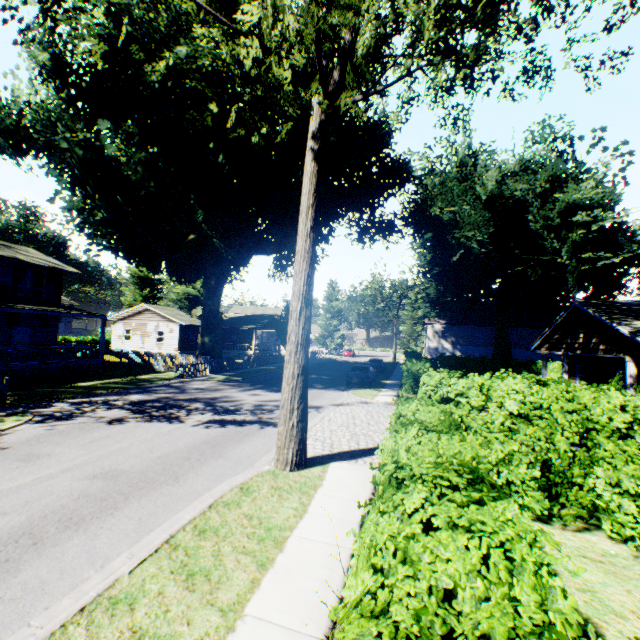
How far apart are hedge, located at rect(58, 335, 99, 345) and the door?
26.4m

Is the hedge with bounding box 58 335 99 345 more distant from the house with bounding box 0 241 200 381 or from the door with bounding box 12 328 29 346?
the door with bounding box 12 328 29 346

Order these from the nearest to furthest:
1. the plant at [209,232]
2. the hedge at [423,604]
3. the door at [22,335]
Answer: the hedge at [423,604] → the plant at [209,232] → the door at [22,335]

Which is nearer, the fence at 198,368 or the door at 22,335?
the door at 22,335

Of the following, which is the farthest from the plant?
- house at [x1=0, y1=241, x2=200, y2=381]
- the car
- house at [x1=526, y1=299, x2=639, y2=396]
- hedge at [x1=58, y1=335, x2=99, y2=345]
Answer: the car

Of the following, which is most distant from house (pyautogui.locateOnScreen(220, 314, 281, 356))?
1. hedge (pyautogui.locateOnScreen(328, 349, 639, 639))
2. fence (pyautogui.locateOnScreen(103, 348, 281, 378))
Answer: hedge (pyautogui.locateOnScreen(328, 349, 639, 639))

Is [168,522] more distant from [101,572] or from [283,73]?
[283,73]

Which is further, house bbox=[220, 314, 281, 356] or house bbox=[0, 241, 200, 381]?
house bbox=[220, 314, 281, 356]
